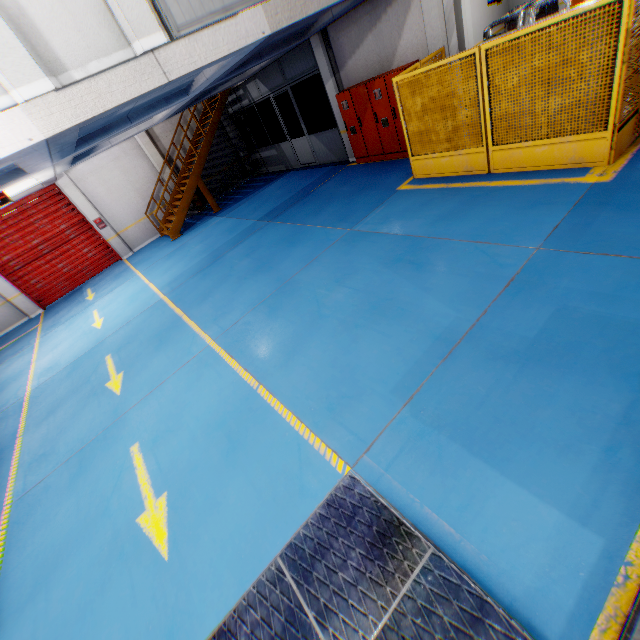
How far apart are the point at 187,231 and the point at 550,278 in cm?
1392

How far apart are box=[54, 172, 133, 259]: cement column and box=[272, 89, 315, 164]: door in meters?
8.9

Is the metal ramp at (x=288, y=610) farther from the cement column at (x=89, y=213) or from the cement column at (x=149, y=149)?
the cement column at (x=149, y=149)

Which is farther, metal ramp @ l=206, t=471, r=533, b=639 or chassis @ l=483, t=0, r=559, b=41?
chassis @ l=483, t=0, r=559, b=41

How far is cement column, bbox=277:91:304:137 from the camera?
17.4m

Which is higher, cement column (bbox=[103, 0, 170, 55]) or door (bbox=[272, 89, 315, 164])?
cement column (bbox=[103, 0, 170, 55])

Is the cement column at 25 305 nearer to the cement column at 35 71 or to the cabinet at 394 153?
the cement column at 35 71

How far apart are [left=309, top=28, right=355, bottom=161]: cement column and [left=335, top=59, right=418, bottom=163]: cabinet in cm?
40
